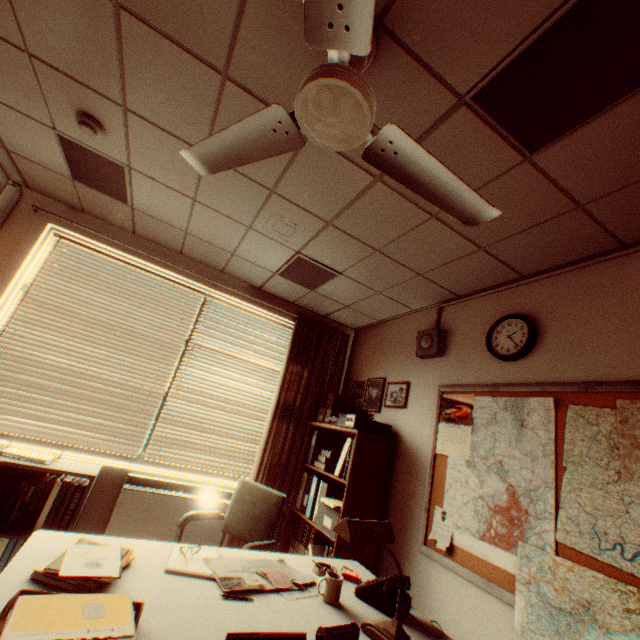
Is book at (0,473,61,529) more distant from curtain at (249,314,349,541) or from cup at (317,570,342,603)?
cup at (317,570,342,603)

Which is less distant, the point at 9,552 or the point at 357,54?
the point at 357,54

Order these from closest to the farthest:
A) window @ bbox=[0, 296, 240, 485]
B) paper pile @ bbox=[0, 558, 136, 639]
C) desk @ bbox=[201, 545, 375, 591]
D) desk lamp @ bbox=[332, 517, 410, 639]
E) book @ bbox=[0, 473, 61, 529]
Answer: paper pile @ bbox=[0, 558, 136, 639]
desk lamp @ bbox=[332, 517, 410, 639]
desk @ bbox=[201, 545, 375, 591]
book @ bbox=[0, 473, 61, 529]
window @ bbox=[0, 296, 240, 485]

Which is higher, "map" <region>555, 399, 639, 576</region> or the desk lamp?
"map" <region>555, 399, 639, 576</region>

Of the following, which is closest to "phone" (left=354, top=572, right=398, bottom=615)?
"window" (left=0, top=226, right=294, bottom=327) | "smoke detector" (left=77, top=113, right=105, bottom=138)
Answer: "window" (left=0, top=226, right=294, bottom=327)

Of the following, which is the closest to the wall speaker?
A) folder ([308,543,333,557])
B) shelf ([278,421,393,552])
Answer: shelf ([278,421,393,552])

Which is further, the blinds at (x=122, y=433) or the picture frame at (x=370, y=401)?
the picture frame at (x=370, y=401)

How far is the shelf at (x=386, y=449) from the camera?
3.06m
